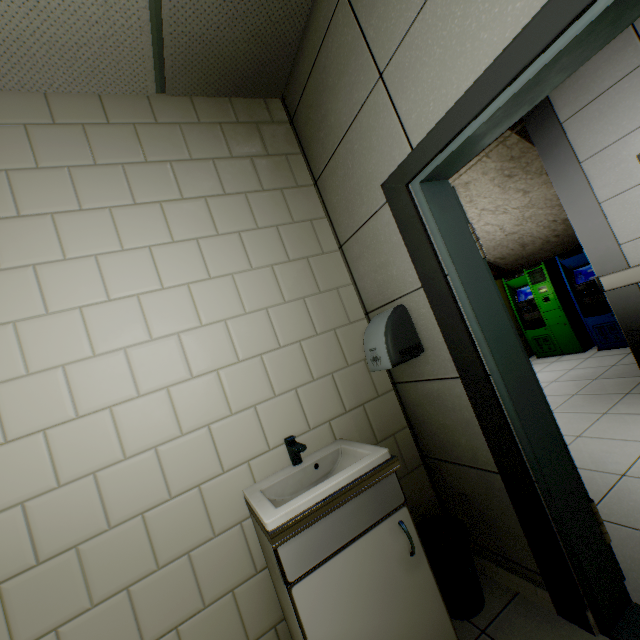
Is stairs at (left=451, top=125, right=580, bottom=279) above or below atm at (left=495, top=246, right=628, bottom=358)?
above

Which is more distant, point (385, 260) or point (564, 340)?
point (564, 340)

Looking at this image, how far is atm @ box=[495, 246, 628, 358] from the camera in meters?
4.8

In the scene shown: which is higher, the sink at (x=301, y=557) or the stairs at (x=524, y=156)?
the stairs at (x=524, y=156)

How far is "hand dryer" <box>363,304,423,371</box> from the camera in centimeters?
169cm

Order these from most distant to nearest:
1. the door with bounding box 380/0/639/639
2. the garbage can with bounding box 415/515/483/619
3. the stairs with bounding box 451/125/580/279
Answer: the stairs with bounding box 451/125/580/279
the garbage can with bounding box 415/515/483/619
the door with bounding box 380/0/639/639

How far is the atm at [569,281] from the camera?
4.80m

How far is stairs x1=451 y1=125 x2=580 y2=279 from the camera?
4.4 meters
